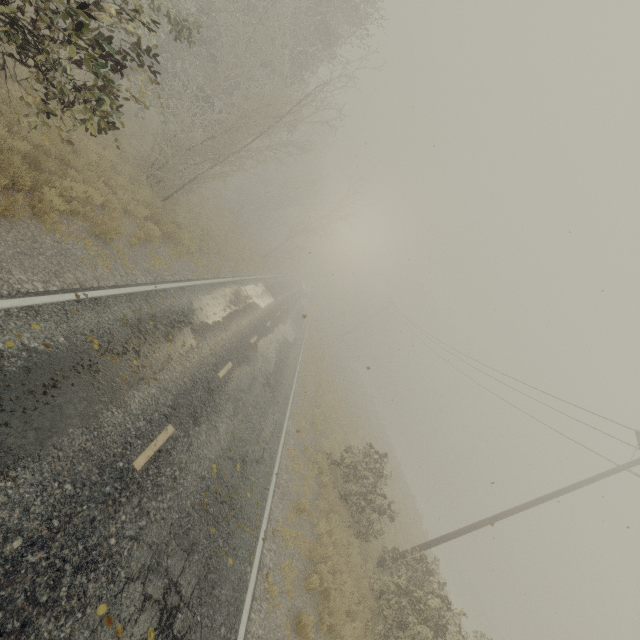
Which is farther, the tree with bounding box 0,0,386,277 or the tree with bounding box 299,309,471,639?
the tree with bounding box 299,309,471,639

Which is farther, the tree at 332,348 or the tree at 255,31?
the tree at 332,348

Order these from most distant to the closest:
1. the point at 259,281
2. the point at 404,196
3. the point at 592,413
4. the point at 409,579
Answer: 1. the point at 259,281
2. the point at 404,196
3. the point at 592,413
4. the point at 409,579
